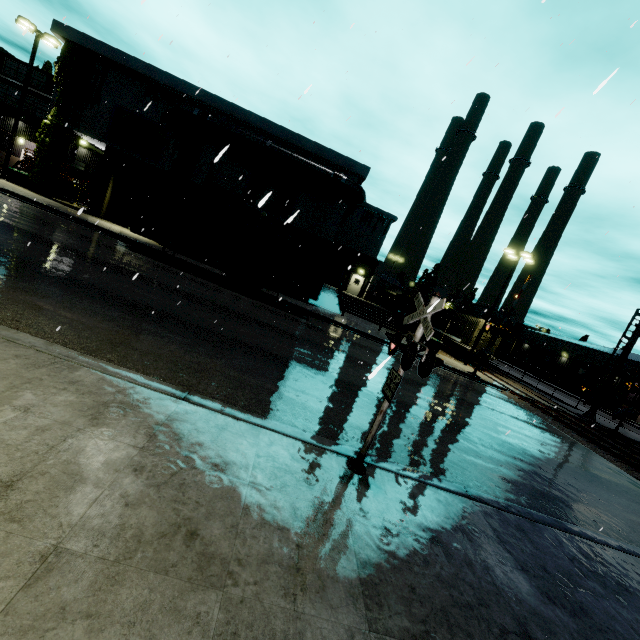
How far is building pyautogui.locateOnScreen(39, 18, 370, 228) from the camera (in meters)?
20.89

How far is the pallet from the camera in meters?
25.2

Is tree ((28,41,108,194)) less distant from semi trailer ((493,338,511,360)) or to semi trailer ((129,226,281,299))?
semi trailer ((129,226,281,299))

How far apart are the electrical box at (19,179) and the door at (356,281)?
28.27m

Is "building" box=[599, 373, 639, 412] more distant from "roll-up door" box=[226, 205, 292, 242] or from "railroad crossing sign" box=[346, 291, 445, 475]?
"railroad crossing sign" box=[346, 291, 445, 475]

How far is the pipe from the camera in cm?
2103

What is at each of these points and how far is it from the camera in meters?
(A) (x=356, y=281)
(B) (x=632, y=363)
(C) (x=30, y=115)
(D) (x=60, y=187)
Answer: (A) door, 39.0
(B) building, 45.2
(C) building, 29.7
(D) pallet, 26.0

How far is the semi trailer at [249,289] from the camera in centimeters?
1722cm
